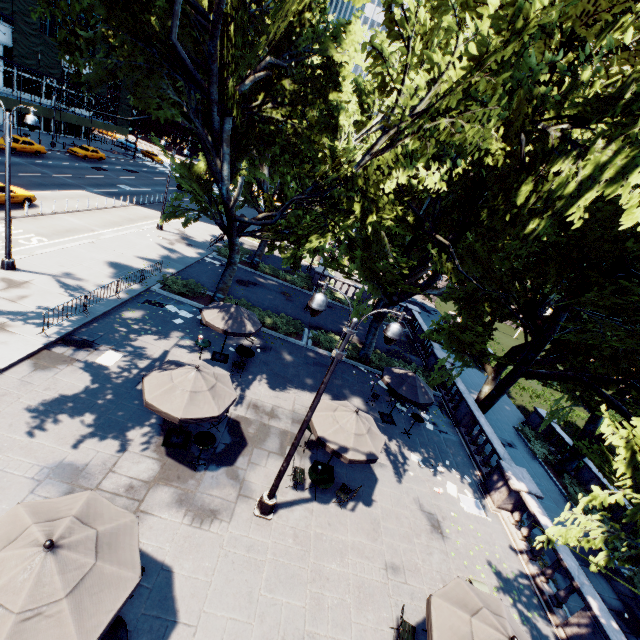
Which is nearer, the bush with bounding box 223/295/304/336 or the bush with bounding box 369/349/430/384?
the bush with bounding box 223/295/304/336

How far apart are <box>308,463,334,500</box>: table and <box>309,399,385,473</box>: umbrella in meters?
A: 1.2 m

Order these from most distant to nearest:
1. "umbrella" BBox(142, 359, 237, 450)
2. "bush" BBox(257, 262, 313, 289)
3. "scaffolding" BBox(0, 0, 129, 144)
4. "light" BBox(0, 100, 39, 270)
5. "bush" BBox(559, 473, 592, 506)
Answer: "scaffolding" BBox(0, 0, 129, 144) < "bush" BBox(257, 262, 313, 289) < "bush" BBox(559, 473, 592, 506) < "light" BBox(0, 100, 39, 270) < "umbrella" BBox(142, 359, 237, 450)

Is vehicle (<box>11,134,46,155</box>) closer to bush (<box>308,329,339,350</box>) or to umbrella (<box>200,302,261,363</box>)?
umbrella (<box>200,302,261,363</box>)

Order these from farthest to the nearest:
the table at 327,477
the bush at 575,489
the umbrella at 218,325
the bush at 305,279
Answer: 1. the bush at 305,279
2. the bush at 575,489
3. the umbrella at 218,325
4. the table at 327,477

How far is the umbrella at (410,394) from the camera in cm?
1472

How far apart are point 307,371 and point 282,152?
12.2 meters

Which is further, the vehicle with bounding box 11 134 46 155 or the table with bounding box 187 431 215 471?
the vehicle with bounding box 11 134 46 155
